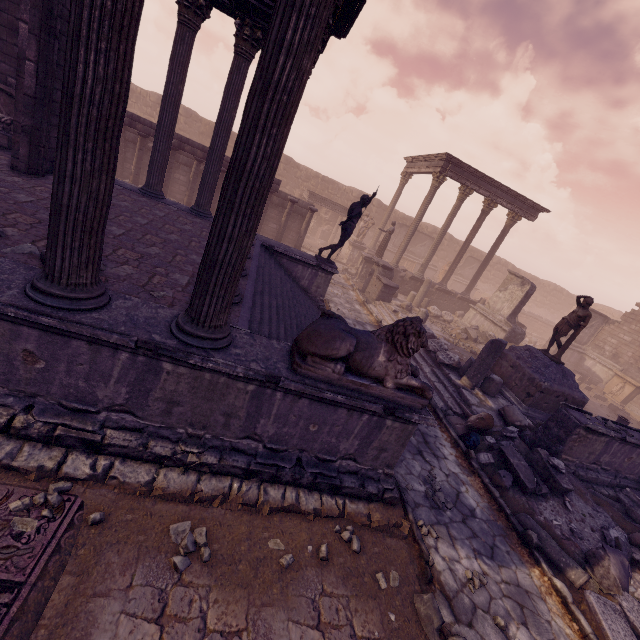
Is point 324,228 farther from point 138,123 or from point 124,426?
point 124,426

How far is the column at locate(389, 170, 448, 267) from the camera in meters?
17.4

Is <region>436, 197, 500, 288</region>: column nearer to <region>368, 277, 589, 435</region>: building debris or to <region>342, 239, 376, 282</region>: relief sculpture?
<region>342, 239, 376, 282</region>: relief sculpture

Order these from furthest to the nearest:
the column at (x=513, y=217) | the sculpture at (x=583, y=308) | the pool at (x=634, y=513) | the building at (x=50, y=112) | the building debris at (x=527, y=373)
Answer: the column at (x=513, y=217) < the sculpture at (x=583, y=308) < the building debris at (x=527, y=373) < the pool at (x=634, y=513) < the building at (x=50, y=112)

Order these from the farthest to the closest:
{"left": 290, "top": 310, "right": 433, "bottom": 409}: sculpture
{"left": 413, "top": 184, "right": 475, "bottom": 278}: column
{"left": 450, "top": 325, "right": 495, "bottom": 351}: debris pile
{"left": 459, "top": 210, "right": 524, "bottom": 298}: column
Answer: {"left": 459, "top": 210, "right": 524, "bottom": 298}: column < {"left": 413, "top": 184, "right": 475, "bottom": 278}: column < {"left": 450, "top": 325, "right": 495, "bottom": 351}: debris pile < {"left": 290, "top": 310, "right": 433, "bottom": 409}: sculpture

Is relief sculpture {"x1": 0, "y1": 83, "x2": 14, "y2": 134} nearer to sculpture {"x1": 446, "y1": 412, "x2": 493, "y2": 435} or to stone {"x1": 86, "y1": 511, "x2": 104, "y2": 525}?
stone {"x1": 86, "y1": 511, "x2": 104, "y2": 525}

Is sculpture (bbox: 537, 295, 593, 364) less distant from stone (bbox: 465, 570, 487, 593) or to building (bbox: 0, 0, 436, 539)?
building (bbox: 0, 0, 436, 539)

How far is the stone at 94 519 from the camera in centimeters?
315cm
